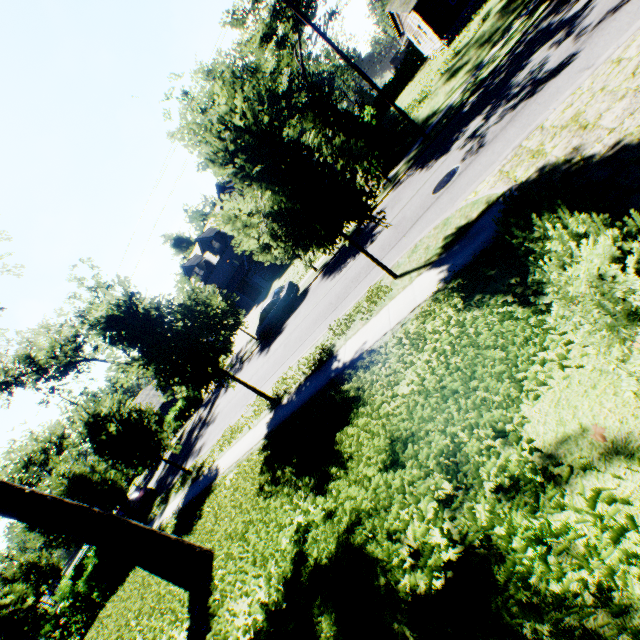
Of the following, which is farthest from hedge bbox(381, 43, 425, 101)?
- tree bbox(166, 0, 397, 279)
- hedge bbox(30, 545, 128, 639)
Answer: hedge bbox(30, 545, 128, 639)

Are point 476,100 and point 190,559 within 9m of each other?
no

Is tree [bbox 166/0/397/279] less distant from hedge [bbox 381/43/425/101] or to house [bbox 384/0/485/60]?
house [bbox 384/0/485/60]

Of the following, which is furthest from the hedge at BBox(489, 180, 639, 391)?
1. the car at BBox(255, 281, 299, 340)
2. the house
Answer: the house

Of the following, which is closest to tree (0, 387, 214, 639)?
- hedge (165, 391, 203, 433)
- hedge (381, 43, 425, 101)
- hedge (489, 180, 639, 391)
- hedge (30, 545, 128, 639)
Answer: hedge (30, 545, 128, 639)

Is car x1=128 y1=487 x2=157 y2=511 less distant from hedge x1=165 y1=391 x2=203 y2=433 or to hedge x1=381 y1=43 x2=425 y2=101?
hedge x1=165 y1=391 x2=203 y2=433

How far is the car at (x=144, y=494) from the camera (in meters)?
22.23

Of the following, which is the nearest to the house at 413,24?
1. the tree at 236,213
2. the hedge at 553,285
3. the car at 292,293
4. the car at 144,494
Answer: the tree at 236,213
